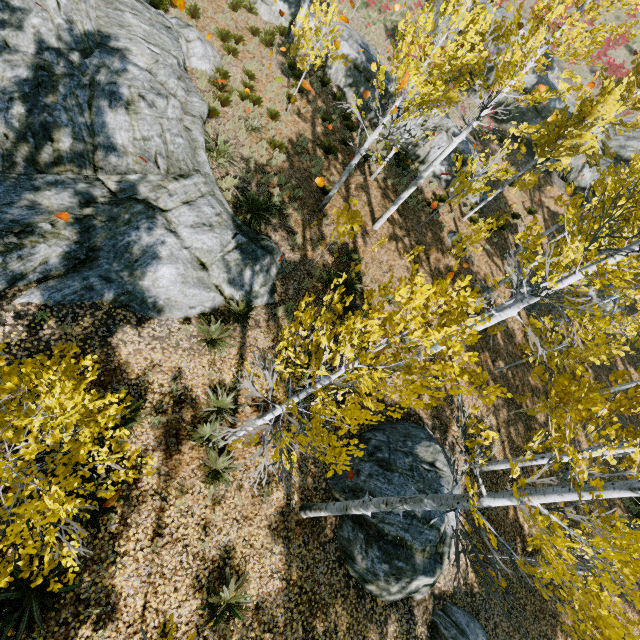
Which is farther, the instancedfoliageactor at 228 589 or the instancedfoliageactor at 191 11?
the instancedfoliageactor at 191 11

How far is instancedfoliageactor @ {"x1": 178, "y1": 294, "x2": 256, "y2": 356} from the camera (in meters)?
7.52

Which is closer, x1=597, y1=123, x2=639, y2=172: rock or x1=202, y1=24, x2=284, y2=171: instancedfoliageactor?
x1=202, y1=24, x2=284, y2=171: instancedfoliageactor

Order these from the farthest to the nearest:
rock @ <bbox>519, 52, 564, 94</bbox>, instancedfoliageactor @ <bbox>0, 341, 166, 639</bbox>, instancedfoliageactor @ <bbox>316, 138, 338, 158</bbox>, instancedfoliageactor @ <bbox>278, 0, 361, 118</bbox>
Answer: rock @ <bbox>519, 52, 564, 94</bbox>, instancedfoliageactor @ <bbox>316, 138, 338, 158</bbox>, instancedfoliageactor @ <bbox>278, 0, 361, 118</bbox>, instancedfoliageactor @ <bbox>0, 341, 166, 639</bbox>

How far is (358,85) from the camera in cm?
1798

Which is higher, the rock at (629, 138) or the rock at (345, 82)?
the rock at (629, 138)

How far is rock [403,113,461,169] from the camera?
17.34m

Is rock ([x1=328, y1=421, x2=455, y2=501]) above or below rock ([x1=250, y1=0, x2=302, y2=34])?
below
